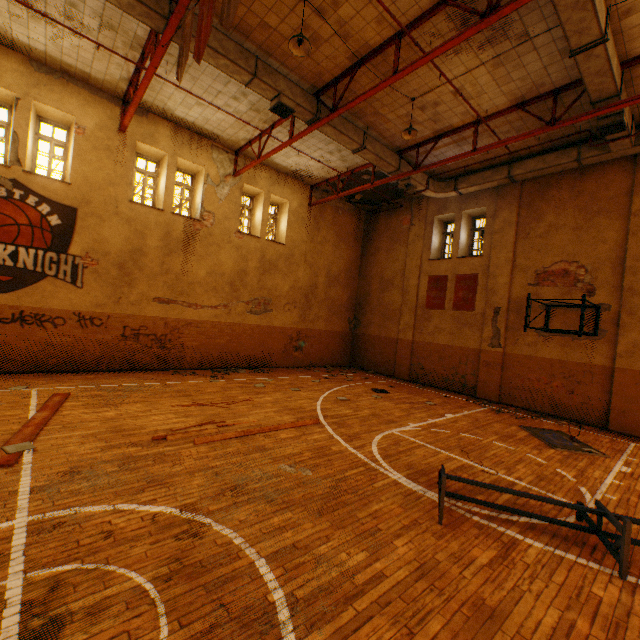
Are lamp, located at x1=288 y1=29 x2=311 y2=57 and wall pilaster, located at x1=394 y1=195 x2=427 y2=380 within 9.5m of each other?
no

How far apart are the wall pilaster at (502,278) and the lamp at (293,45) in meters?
9.6 m

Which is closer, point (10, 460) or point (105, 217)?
point (10, 460)

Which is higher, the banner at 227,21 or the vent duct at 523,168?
the vent duct at 523,168

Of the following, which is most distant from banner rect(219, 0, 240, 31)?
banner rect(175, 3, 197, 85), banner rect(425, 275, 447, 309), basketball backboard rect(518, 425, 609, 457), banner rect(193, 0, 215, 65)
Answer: banner rect(425, 275, 447, 309)

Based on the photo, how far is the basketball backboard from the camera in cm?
759

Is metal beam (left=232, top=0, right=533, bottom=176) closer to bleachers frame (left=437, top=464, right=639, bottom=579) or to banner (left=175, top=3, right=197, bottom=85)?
banner (left=175, top=3, right=197, bottom=85)

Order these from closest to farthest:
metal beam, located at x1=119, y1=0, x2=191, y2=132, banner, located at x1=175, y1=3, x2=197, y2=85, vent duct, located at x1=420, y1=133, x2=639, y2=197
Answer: banner, located at x1=175, y1=3, x2=197, y2=85, metal beam, located at x1=119, y1=0, x2=191, y2=132, vent duct, located at x1=420, y1=133, x2=639, y2=197
